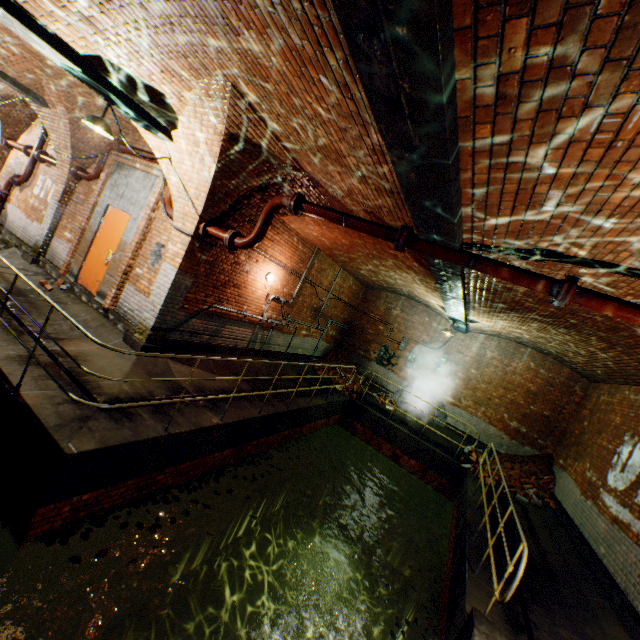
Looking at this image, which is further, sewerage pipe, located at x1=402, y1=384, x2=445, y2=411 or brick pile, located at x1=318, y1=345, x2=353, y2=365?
brick pile, located at x1=318, y1=345, x2=353, y2=365

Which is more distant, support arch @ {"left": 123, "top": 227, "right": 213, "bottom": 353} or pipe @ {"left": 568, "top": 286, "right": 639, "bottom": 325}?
support arch @ {"left": 123, "top": 227, "right": 213, "bottom": 353}

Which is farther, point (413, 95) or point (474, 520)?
point (474, 520)

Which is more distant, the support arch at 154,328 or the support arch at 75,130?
the support arch at 75,130

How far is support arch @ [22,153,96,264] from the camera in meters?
8.6

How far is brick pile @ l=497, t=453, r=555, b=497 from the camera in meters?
10.2

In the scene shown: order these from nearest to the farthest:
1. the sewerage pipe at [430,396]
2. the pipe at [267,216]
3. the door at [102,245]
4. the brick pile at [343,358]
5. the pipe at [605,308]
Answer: the pipe at [605,308] < the pipe at [267,216] < the door at [102,245] < the sewerage pipe at [430,396] < the brick pile at [343,358]

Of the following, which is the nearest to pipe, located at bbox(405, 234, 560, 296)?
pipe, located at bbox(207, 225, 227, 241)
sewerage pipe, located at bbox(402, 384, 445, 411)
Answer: pipe, located at bbox(207, 225, 227, 241)
